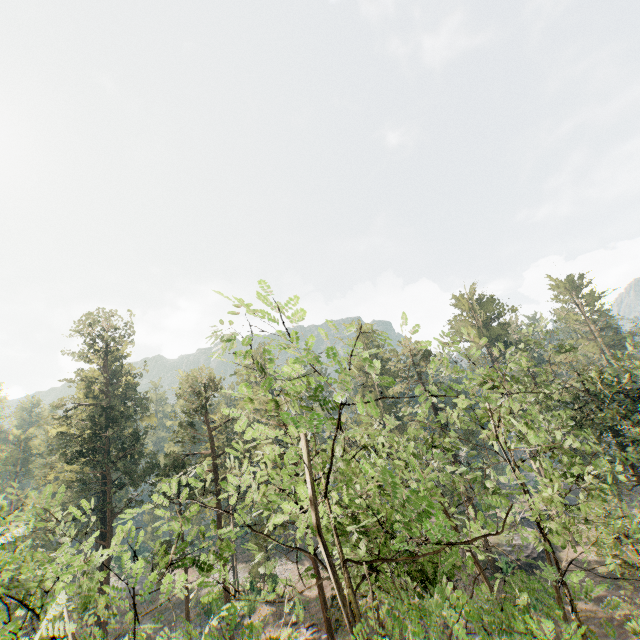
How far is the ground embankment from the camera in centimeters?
3247cm

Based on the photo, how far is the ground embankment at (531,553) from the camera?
32.47m

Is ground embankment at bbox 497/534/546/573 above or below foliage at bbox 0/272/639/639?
below

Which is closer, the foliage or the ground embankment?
the foliage

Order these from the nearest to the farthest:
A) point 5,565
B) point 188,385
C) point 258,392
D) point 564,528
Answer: point 5,565 < point 258,392 < point 564,528 < point 188,385

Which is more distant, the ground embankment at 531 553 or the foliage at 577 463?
the ground embankment at 531 553
